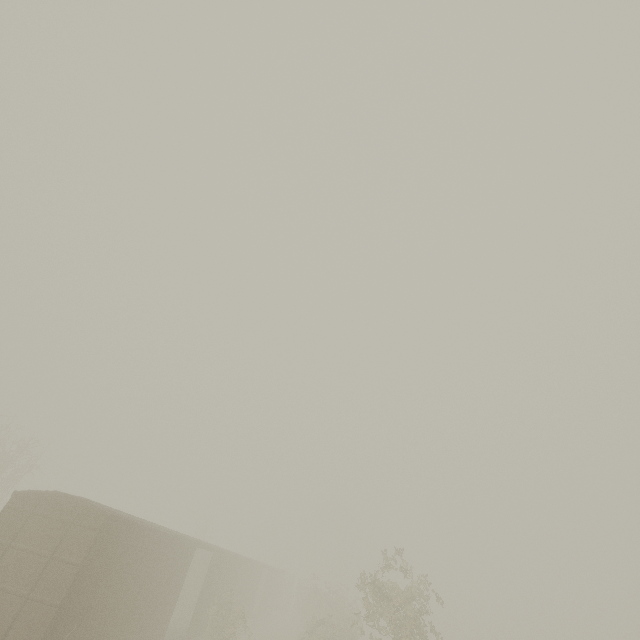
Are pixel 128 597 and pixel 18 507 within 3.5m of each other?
no
